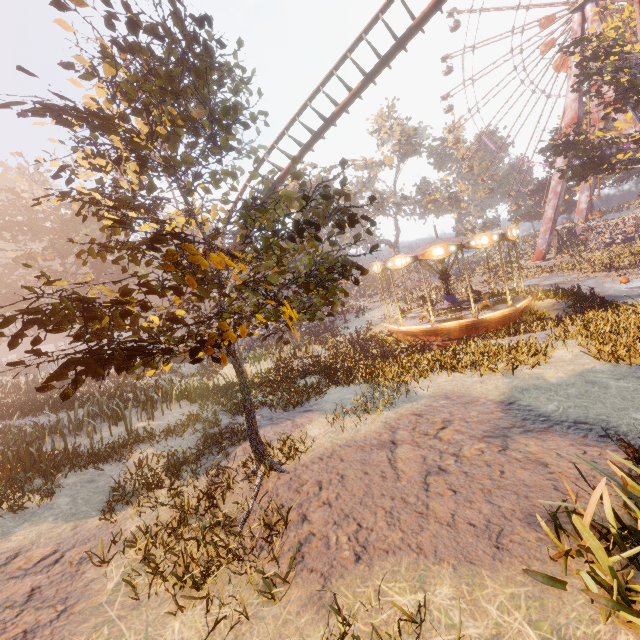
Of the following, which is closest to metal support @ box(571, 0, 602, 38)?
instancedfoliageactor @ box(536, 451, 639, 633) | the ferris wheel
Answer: the ferris wheel

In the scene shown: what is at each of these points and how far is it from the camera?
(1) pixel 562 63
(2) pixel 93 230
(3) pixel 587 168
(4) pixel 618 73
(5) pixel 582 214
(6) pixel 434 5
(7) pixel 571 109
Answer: (1) ferris wheel, 38.9 meters
(2) tree, 32.0 meters
(3) tree, 25.6 meters
(4) tree, 27.0 meters
(5) metal support, 44.8 meters
(6) roller coaster, 12.9 meters
(7) metal support, 37.4 meters

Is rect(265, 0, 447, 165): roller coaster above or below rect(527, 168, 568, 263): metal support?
above

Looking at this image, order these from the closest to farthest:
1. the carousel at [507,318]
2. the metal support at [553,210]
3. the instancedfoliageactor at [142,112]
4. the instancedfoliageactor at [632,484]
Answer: the instancedfoliageactor at [632,484], the instancedfoliageactor at [142,112], the carousel at [507,318], the metal support at [553,210]

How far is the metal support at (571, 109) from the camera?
36.78m

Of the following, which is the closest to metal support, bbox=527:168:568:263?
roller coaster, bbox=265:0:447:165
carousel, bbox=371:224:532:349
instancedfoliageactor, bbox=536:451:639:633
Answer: carousel, bbox=371:224:532:349

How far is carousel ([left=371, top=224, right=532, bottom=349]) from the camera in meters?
15.0 m

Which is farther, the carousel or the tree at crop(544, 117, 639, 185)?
the tree at crop(544, 117, 639, 185)
